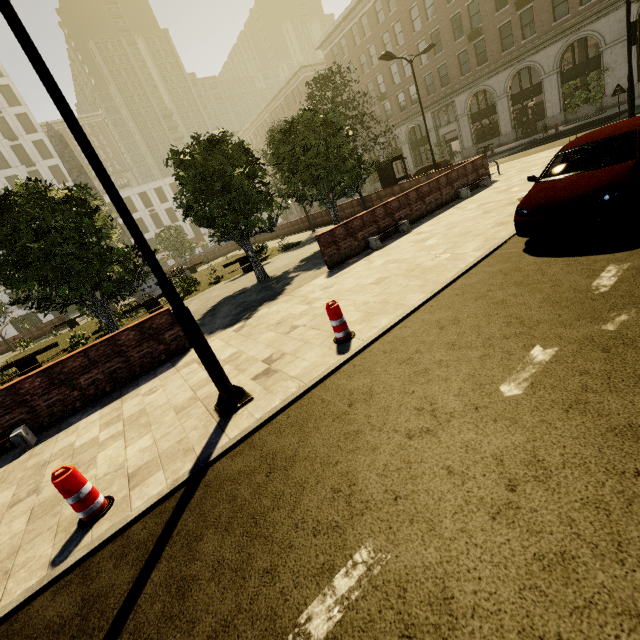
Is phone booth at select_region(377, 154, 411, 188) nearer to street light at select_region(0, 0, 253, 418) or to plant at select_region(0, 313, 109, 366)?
plant at select_region(0, 313, 109, 366)

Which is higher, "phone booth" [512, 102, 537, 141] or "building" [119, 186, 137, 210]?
"building" [119, 186, 137, 210]

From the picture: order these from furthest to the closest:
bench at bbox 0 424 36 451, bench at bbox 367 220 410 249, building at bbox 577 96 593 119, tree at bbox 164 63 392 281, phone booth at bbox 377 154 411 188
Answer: building at bbox 577 96 593 119, phone booth at bbox 377 154 411 188, tree at bbox 164 63 392 281, bench at bbox 367 220 410 249, bench at bbox 0 424 36 451

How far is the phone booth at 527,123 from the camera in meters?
28.6 m

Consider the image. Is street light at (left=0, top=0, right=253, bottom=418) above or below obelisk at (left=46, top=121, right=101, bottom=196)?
below

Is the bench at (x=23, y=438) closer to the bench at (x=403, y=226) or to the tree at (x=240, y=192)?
the tree at (x=240, y=192)

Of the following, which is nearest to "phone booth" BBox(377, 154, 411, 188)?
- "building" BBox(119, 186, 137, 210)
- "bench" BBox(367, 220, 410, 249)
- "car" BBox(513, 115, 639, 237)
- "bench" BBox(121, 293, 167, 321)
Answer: "bench" BBox(367, 220, 410, 249)

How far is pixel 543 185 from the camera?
6.1 meters
